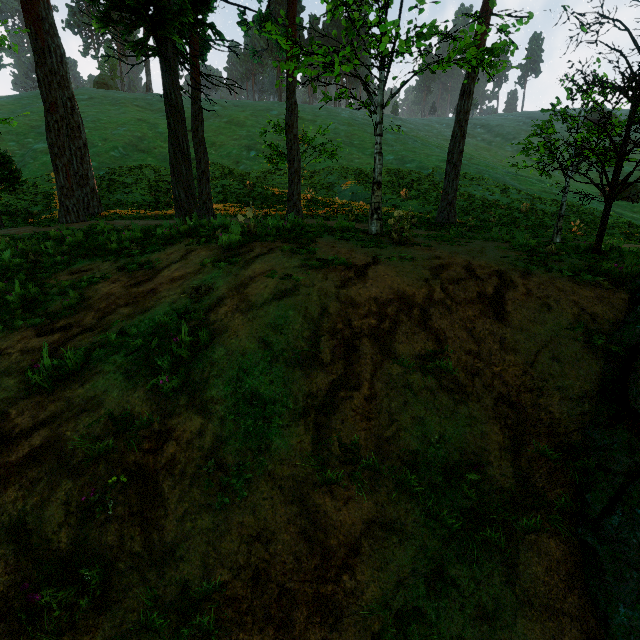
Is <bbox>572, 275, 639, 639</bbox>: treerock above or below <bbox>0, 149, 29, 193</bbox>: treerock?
below

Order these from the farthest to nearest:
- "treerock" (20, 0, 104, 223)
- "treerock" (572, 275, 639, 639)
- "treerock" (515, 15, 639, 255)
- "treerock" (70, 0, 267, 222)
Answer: "treerock" (20, 0, 104, 223), "treerock" (70, 0, 267, 222), "treerock" (515, 15, 639, 255), "treerock" (572, 275, 639, 639)

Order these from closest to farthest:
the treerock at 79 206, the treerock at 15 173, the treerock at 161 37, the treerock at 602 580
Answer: the treerock at 602 580 < the treerock at 161 37 < the treerock at 79 206 < the treerock at 15 173

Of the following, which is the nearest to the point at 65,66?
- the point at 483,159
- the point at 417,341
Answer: the point at 417,341

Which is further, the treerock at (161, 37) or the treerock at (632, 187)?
the treerock at (161, 37)

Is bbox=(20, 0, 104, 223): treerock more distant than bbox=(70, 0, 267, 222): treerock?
Yes
